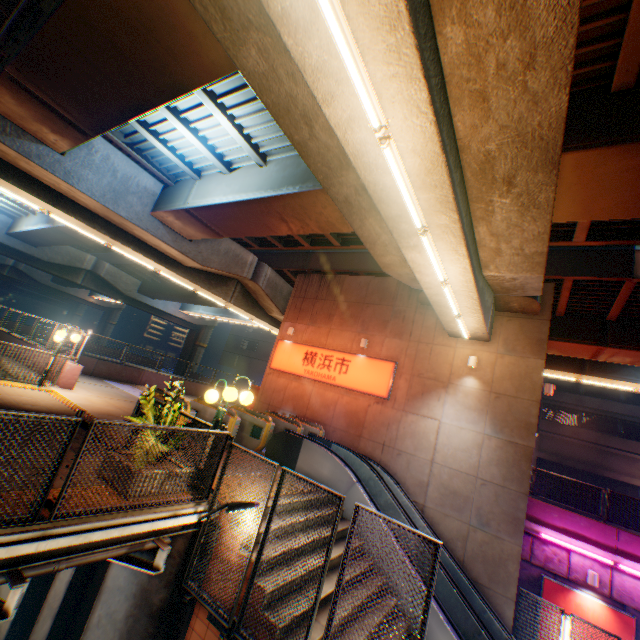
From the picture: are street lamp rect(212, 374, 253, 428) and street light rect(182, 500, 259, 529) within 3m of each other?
yes

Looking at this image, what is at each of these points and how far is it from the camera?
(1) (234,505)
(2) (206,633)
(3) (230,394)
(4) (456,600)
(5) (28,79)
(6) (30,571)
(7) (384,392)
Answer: (1) street light, 5.2 meters
(2) steps, 5.2 meters
(3) street lamp, 6.0 meters
(4) escalator, 8.4 meters
(5) overpass support, 8.0 meters
(6) pipe, 4.0 meters
(7) sign, 13.6 meters

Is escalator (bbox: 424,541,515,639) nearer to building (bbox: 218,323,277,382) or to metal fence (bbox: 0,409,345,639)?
metal fence (bbox: 0,409,345,639)

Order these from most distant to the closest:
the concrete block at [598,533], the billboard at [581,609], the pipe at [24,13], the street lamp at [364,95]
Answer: the concrete block at [598,533] → the billboard at [581,609] → the pipe at [24,13] → the street lamp at [364,95]

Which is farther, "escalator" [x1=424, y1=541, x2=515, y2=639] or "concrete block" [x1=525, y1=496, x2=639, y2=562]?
"concrete block" [x1=525, y1=496, x2=639, y2=562]

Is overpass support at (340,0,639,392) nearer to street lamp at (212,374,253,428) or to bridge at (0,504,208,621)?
bridge at (0,504,208,621)

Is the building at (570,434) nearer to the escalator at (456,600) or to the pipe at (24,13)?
the escalator at (456,600)

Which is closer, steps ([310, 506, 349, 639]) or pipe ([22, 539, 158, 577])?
pipe ([22, 539, 158, 577])
